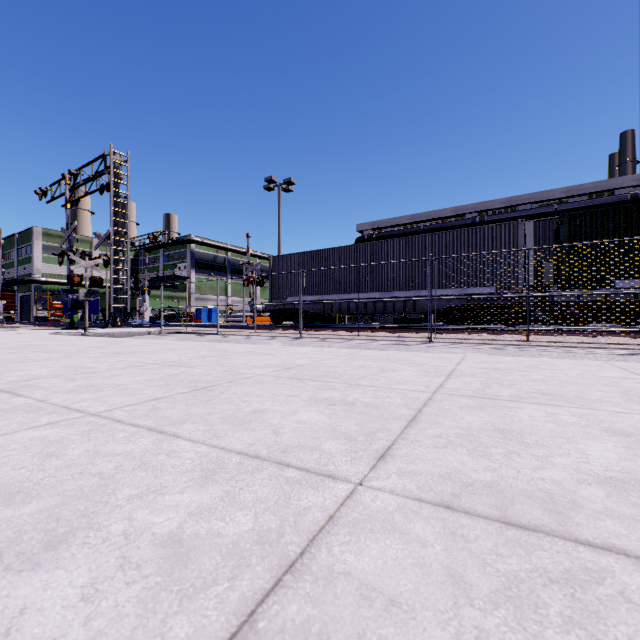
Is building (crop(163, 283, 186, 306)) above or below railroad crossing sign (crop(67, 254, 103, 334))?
above

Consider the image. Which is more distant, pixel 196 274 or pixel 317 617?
pixel 196 274

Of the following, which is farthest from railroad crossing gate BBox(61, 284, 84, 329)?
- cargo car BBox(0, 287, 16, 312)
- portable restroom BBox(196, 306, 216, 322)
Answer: cargo car BBox(0, 287, 16, 312)

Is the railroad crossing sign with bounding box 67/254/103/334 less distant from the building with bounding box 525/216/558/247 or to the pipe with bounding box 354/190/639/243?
the building with bounding box 525/216/558/247

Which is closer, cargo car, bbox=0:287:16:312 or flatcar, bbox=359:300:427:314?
flatcar, bbox=359:300:427:314

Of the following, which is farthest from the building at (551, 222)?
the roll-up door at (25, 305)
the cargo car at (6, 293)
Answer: the cargo car at (6, 293)

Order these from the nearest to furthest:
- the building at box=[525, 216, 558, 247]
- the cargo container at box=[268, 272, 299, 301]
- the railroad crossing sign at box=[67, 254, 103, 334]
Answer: the railroad crossing sign at box=[67, 254, 103, 334], the cargo container at box=[268, 272, 299, 301], the building at box=[525, 216, 558, 247]

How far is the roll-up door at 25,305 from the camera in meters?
51.6
